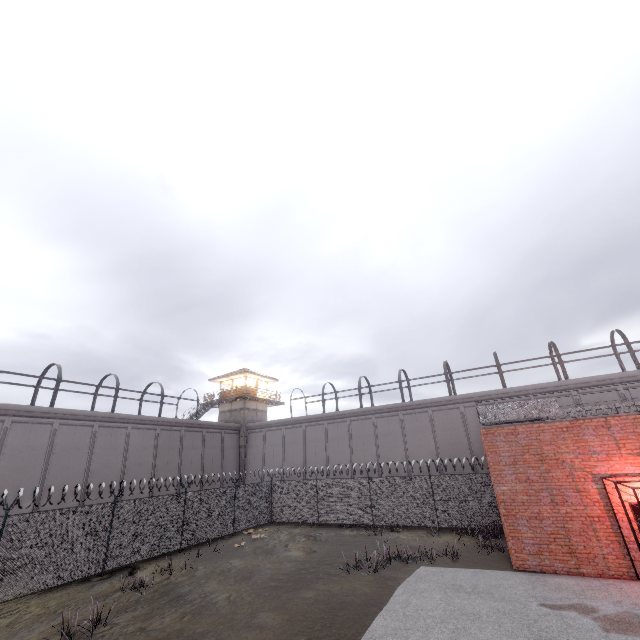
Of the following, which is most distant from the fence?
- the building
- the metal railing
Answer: the building

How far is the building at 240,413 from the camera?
34.3m

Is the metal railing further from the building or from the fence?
the building

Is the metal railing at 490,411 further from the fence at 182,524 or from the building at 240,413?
the building at 240,413

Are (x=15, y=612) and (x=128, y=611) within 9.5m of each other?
yes

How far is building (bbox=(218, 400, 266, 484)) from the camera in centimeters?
3428cm
